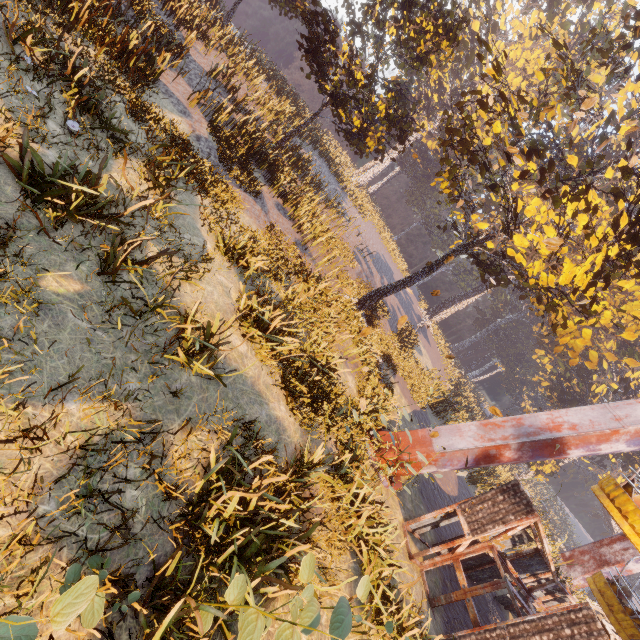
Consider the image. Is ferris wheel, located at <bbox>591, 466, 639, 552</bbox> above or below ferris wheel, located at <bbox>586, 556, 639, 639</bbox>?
above

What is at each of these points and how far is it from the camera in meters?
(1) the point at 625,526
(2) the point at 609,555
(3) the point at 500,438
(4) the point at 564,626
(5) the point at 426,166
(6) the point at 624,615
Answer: (1) ferris wheel, 6.7 m
(2) metal support, 15.8 m
(3) metal support, 11.2 m
(4) building, 7.2 m
(5) instancedfoliageactor, 56.0 m
(6) ferris wheel, 9.1 m

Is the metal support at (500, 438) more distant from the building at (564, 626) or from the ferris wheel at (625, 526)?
the building at (564, 626)

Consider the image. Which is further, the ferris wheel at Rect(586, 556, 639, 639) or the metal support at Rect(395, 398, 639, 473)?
the metal support at Rect(395, 398, 639, 473)

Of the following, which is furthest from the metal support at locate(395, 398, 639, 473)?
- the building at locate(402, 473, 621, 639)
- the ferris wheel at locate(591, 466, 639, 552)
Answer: the building at locate(402, 473, 621, 639)

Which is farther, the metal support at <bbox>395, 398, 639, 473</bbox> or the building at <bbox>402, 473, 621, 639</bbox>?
the metal support at <bbox>395, 398, 639, 473</bbox>

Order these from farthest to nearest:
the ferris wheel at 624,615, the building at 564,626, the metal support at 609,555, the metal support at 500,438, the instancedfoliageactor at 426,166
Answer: the metal support at 609,555, the metal support at 500,438, the ferris wheel at 624,615, the building at 564,626, the instancedfoliageactor at 426,166
